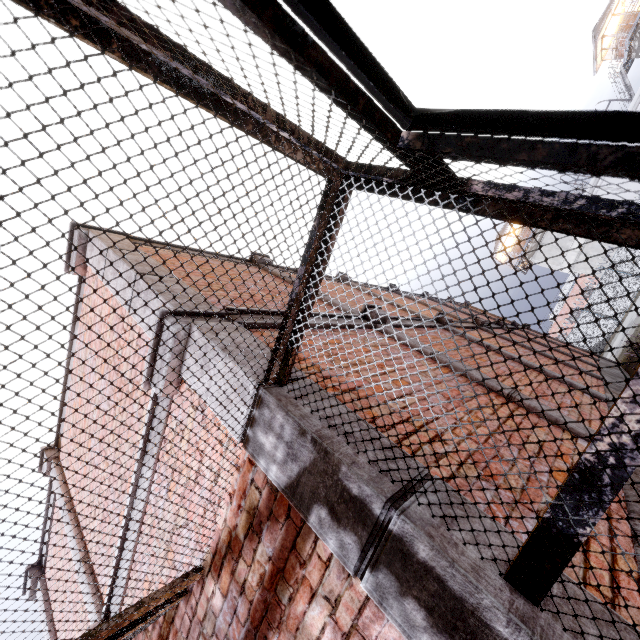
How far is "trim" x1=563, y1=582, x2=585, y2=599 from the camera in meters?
1.3 m

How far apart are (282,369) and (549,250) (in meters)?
45.19

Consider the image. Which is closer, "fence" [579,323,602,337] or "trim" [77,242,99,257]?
"trim" [77,242,99,257]

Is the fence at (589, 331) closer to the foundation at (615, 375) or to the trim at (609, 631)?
the trim at (609, 631)

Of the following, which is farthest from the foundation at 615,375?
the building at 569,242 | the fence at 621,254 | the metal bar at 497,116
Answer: the building at 569,242

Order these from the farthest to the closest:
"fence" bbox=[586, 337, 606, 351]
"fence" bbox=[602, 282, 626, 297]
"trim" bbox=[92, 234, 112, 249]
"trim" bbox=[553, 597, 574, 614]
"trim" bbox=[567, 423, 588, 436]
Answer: "fence" bbox=[586, 337, 606, 351], "fence" bbox=[602, 282, 626, 297], "trim" bbox=[92, 234, 112, 249], "trim" bbox=[567, 423, 588, 436], "trim" bbox=[553, 597, 574, 614]

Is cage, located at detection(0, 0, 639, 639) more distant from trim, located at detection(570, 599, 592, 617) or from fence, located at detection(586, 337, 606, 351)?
fence, located at detection(586, 337, 606, 351)

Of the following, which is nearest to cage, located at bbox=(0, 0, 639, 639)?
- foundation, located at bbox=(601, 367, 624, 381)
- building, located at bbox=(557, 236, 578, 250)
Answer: foundation, located at bbox=(601, 367, 624, 381)
